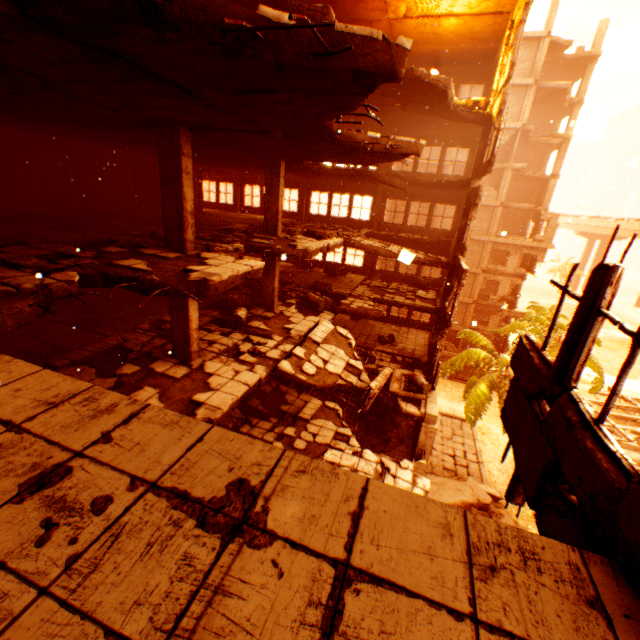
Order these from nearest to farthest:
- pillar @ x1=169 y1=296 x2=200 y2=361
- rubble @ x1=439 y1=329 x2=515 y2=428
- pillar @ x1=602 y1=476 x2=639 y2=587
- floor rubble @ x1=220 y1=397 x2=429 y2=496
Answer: pillar @ x1=602 y1=476 x2=639 y2=587, pillar @ x1=169 y1=296 x2=200 y2=361, floor rubble @ x1=220 y1=397 x2=429 y2=496, rubble @ x1=439 y1=329 x2=515 y2=428

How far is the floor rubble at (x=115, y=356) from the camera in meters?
7.7

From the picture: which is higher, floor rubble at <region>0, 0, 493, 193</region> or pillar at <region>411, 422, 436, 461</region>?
floor rubble at <region>0, 0, 493, 193</region>

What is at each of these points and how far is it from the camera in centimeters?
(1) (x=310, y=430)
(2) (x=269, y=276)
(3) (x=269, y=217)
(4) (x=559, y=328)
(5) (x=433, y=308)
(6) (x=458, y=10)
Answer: (1) floor rubble, 1156cm
(2) pillar, 1281cm
(3) pillar, 1205cm
(4) rubble, 2345cm
(5) floor rubble, 1625cm
(6) floor rubble, 1213cm

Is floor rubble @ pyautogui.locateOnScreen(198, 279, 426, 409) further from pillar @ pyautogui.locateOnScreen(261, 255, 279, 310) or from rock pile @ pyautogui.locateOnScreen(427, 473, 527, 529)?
rock pile @ pyautogui.locateOnScreen(427, 473, 527, 529)

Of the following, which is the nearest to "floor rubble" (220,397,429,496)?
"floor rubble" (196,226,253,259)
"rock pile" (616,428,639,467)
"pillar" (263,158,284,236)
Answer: "floor rubble" (196,226,253,259)

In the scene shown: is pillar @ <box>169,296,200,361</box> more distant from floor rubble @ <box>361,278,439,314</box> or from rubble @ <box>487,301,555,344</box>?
rubble @ <box>487,301,555,344</box>

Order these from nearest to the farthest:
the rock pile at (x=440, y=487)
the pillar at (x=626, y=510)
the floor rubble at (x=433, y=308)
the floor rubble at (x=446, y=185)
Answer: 1. the pillar at (x=626, y=510)
2. the floor rubble at (x=446, y=185)
3. the floor rubble at (x=433, y=308)
4. the rock pile at (x=440, y=487)
